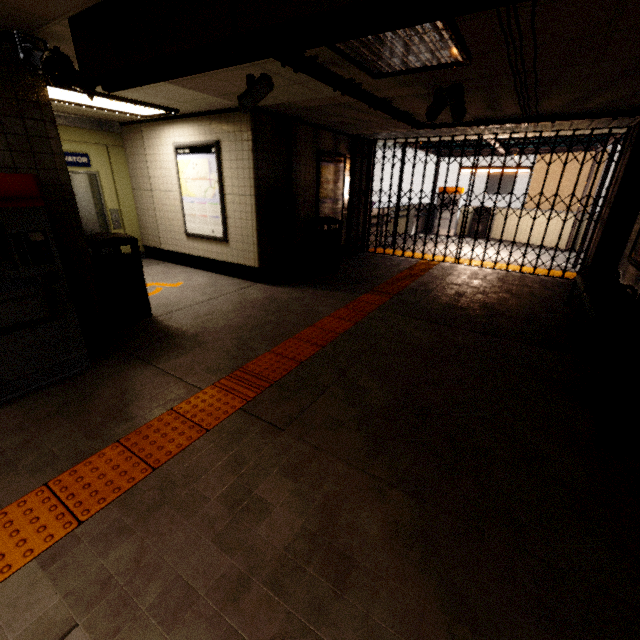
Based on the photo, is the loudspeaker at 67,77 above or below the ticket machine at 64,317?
above

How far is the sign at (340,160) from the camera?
7.1m

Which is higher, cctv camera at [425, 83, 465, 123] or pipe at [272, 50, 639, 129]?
pipe at [272, 50, 639, 129]

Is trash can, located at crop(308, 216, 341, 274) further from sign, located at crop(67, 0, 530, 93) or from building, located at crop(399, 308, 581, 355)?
sign, located at crop(67, 0, 530, 93)

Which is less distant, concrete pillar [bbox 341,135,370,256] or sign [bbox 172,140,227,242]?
sign [bbox 172,140,227,242]

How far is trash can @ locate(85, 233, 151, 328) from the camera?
4.0 meters

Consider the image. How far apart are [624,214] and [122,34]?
7.76m

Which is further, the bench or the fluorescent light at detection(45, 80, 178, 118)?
the fluorescent light at detection(45, 80, 178, 118)
